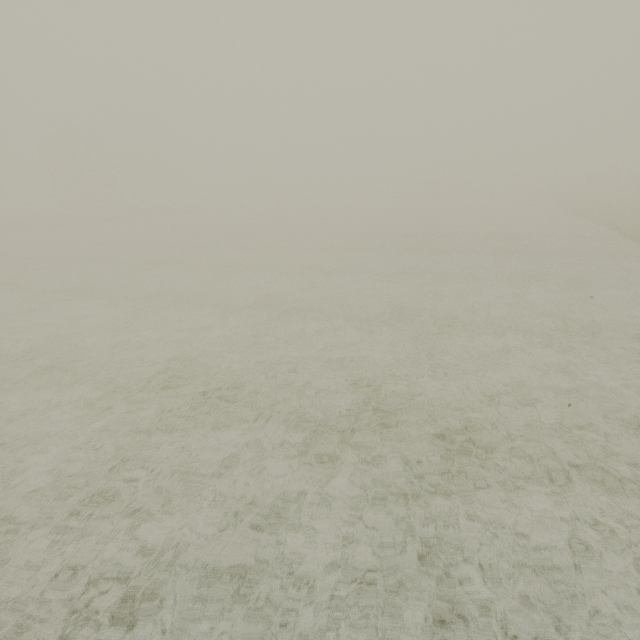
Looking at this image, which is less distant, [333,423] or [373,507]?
[373,507]
